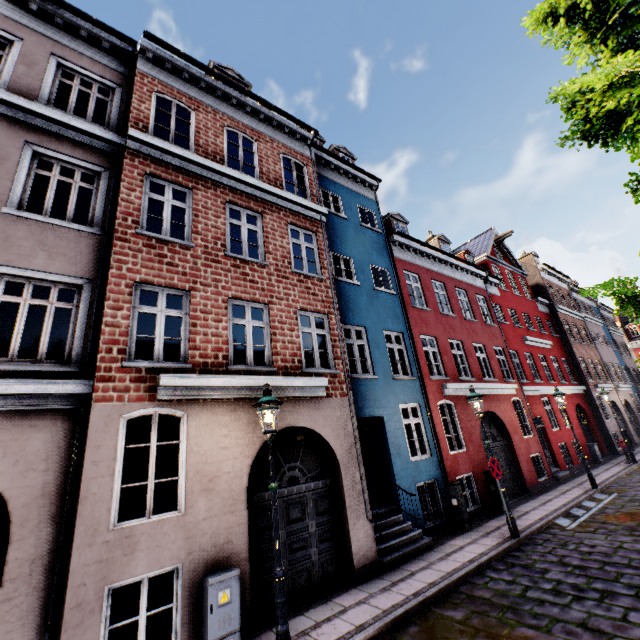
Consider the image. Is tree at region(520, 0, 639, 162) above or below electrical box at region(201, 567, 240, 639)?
above

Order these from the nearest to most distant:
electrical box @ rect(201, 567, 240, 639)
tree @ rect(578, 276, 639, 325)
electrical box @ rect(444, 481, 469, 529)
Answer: tree @ rect(578, 276, 639, 325), electrical box @ rect(201, 567, 240, 639), electrical box @ rect(444, 481, 469, 529)

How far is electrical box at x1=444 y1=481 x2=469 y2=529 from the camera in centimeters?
969cm

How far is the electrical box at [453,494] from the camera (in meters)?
9.69

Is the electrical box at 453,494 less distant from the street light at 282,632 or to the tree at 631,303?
the street light at 282,632

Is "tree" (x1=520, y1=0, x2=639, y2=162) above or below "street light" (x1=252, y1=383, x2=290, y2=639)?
above

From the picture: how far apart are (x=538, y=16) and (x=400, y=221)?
13.03m

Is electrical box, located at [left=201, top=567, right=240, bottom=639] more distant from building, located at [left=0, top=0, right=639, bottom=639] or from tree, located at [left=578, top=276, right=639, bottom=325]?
tree, located at [left=578, top=276, right=639, bottom=325]
